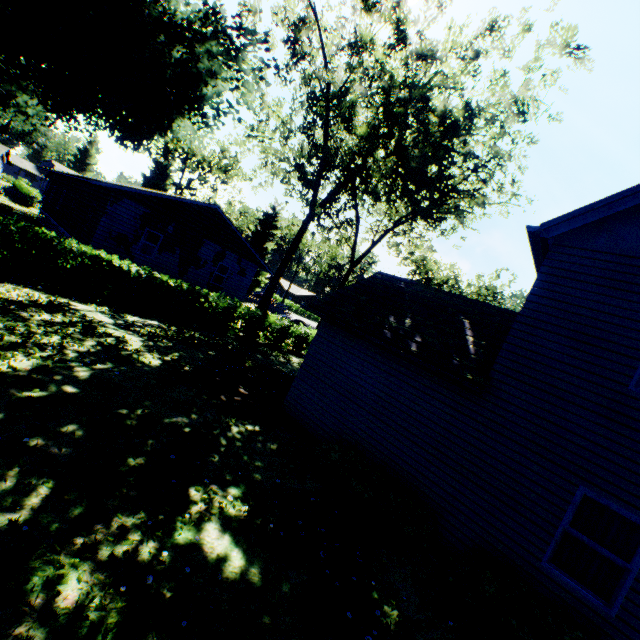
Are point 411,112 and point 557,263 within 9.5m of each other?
no

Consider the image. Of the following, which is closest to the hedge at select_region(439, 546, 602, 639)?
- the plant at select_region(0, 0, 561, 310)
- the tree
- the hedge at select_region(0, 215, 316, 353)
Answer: the hedge at select_region(0, 215, 316, 353)

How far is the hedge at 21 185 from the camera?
36.0 meters

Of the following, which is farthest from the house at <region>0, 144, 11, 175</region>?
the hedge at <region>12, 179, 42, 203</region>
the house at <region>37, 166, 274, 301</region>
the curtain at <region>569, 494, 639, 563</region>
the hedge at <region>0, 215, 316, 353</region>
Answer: the curtain at <region>569, 494, 639, 563</region>

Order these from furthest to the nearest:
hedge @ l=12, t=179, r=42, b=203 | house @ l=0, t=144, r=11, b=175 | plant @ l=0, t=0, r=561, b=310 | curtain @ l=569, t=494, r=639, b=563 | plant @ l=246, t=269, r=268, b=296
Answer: plant @ l=246, t=269, r=268, b=296 < house @ l=0, t=144, r=11, b=175 < hedge @ l=12, t=179, r=42, b=203 < plant @ l=0, t=0, r=561, b=310 < curtain @ l=569, t=494, r=639, b=563

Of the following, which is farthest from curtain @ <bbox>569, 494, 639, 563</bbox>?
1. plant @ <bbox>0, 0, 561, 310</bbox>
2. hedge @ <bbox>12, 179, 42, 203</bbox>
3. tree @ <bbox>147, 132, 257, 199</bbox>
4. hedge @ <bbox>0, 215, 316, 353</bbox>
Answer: hedge @ <bbox>12, 179, 42, 203</bbox>

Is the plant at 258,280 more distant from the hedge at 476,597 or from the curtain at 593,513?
the curtain at 593,513

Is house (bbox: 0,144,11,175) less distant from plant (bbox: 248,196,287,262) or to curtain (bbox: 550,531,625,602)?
plant (bbox: 248,196,287,262)
